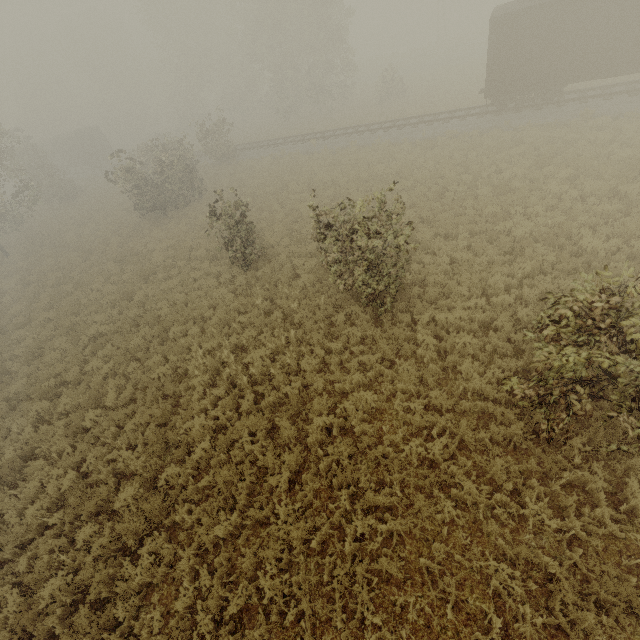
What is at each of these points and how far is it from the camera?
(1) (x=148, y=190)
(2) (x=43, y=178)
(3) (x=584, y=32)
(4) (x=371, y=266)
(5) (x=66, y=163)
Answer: (1) tree, 22.39m
(2) tree, 32.97m
(3) boxcar, 15.70m
(4) tree, 10.10m
(5) boxcar, 46.66m

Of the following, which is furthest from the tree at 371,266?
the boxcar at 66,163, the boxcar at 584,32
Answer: the boxcar at 66,163

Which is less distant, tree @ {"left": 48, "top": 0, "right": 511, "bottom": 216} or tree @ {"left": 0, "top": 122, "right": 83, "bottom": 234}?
tree @ {"left": 0, "top": 122, "right": 83, "bottom": 234}

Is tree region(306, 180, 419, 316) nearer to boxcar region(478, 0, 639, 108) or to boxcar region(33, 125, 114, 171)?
boxcar region(478, 0, 639, 108)

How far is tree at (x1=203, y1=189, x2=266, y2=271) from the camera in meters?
13.2

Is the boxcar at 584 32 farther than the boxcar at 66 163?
No

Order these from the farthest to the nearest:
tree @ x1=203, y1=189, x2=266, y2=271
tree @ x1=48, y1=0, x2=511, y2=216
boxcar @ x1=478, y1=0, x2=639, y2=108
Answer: tree @ x1=48, y1=0, x2=511, y2=216 → boxcar @ x1=478, y1=0, x2=639, y2=108 → tree @ x1=203, y1=189, x2=266, y2=271

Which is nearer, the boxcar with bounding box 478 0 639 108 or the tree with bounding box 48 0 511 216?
the boxcar with bounding box 478 0 639 108
